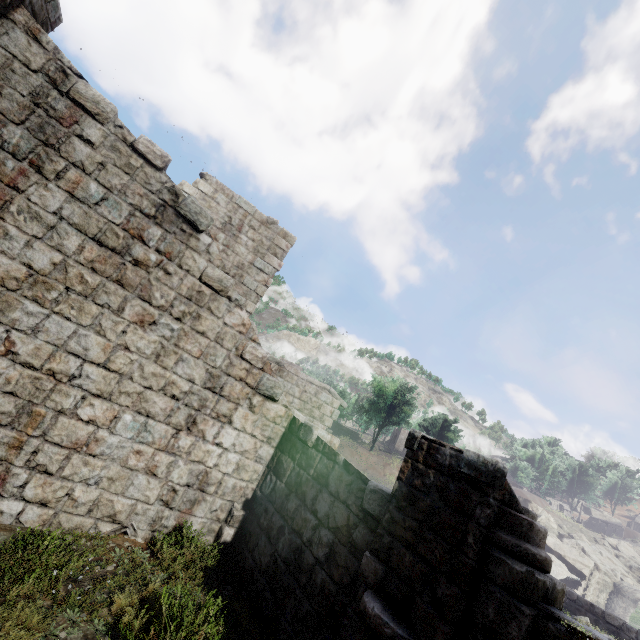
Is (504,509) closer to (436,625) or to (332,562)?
(436,625)

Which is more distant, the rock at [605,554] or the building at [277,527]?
the rock at [605,554]

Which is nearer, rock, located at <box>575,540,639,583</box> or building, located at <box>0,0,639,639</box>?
building, located at <box>0,0,639,639</box>
